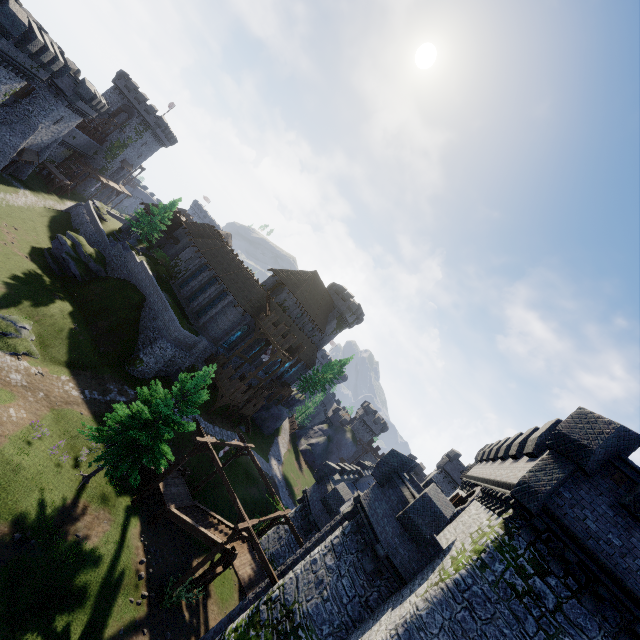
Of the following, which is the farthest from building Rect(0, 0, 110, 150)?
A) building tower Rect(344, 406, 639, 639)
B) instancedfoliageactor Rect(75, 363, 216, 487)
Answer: building tower Rect(344, 406, 639, 639)

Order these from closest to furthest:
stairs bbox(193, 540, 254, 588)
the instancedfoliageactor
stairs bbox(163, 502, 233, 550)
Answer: the instancedfoliageactor → stairs bbox(193, 540, 254, 588) → stairs bbox(163, 502, 233, 550)

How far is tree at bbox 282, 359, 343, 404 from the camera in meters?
57.7 m

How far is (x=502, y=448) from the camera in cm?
1898

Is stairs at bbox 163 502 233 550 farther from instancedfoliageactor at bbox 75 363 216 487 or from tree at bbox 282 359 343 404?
tree at bbox 282 359 343 404

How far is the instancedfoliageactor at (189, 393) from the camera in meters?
18.7

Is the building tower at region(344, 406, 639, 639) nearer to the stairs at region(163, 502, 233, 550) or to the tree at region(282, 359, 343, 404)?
the stairs at region(163, 502, 233, 550)

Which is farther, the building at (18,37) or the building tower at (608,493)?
the building at (18,37)
